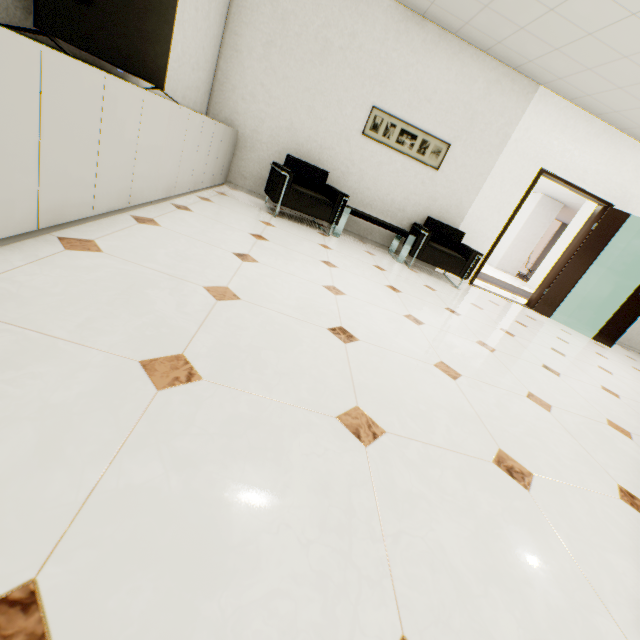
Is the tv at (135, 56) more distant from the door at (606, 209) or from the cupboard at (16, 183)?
the door at (606, 209)

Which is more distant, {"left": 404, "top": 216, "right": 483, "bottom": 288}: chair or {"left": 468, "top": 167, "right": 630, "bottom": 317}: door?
{"left": 468, "top": 167, "right": 630, "bottom": 317}: door

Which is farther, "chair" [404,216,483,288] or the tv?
"chair" [404,216,483,288]

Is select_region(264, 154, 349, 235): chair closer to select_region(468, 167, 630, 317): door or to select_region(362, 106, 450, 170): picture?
select_region(362, 106, 450, 170): picture

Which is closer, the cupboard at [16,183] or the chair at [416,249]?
the cupboard at [16,183]

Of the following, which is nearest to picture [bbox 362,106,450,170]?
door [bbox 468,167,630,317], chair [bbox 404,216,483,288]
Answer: chair [bbox 404,216,483,288]

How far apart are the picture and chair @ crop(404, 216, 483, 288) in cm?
73

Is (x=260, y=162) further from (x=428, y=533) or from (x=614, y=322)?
(x=614, y=322)
